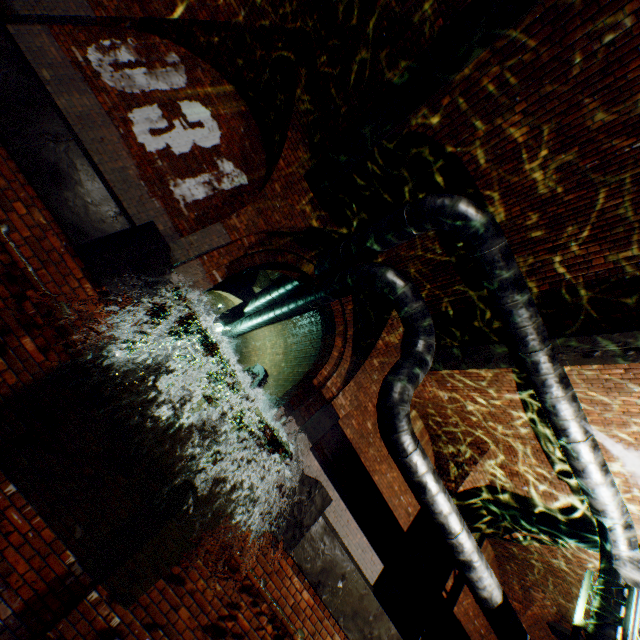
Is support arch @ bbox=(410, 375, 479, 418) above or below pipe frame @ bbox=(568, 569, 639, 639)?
above

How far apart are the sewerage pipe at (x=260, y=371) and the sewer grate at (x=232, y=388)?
0.0 meters

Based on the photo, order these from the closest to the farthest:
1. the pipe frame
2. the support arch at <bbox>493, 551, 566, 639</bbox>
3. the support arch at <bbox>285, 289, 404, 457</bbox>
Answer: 1. the pipe frame
2. the support arch at <bbox>285, 289, 404, 457</bbox>
3. the support arch at <bbox>493, 551, 566, 639</bbox>

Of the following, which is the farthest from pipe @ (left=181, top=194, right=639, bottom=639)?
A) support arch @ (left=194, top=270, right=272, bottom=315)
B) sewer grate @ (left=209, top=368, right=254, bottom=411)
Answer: sewer grate @ (left=209, top=368, right=254, bottom=411)

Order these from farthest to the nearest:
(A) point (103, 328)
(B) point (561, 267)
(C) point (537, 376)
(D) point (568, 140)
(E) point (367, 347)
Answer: (E) point (367, 347) < (C) point (537, 376) < (B) point (561, 267) < (D) point (568, 140) < (A) point (103, 328)

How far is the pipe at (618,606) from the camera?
5.71m

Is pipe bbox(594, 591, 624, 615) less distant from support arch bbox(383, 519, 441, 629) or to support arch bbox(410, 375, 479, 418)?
support arch bbox(410, 375, 479, 418)

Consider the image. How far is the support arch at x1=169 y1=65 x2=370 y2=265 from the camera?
6.92m
